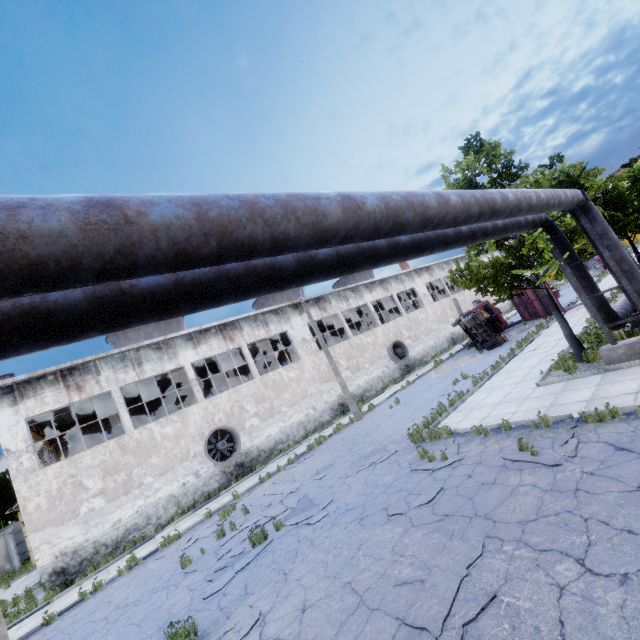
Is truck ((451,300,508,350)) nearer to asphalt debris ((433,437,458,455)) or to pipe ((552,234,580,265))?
pipe ((552,234,580,265))

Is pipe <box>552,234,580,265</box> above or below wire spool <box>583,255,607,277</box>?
above

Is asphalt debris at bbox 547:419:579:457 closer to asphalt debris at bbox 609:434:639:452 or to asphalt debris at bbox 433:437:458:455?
asphalt debris at bbox 609:434:639:452

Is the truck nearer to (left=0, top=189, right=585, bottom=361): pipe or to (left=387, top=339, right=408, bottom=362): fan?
(left=387, top=339, right=408, bottom=362): fan

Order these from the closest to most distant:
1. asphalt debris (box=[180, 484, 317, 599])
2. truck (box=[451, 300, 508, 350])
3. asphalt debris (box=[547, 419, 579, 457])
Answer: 1. asphalt debris (box=[547, 419, 579, 457])
2. asphalt debris (box=[180, 484, 317, 599])
3. truck (box=[451, 300, 508, 350])

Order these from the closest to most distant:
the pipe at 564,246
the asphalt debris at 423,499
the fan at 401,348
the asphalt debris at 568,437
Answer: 1. the asphalt debris at 568,437
2. the asphalt debris at 423,499
3. the pipe at 564,246
4. the fan at 401,348

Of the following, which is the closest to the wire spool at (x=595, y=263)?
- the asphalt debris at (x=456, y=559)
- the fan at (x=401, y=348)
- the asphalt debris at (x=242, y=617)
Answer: the fan at (x=401, y=348)

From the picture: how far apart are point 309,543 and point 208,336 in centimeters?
1652cm
